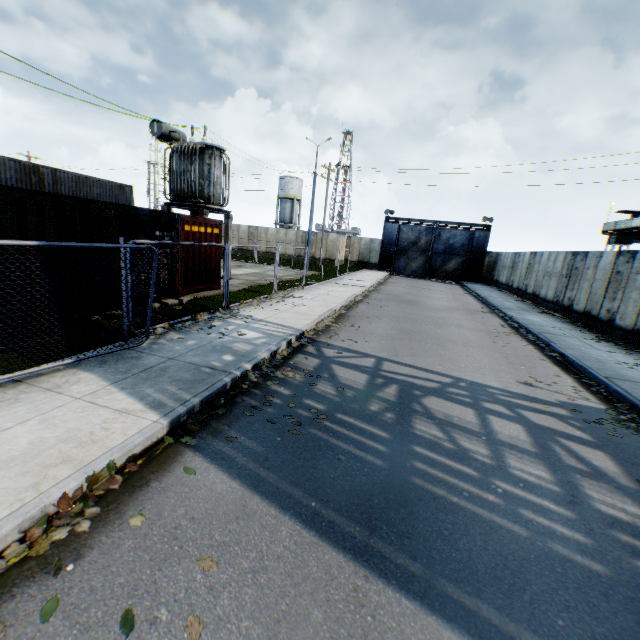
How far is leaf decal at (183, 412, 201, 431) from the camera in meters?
4.5

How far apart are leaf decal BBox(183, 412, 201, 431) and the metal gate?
33.81m

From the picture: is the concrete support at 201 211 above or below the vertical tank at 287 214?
below

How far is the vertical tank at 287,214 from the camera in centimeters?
5316cm

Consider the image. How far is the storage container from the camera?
11.0 meters

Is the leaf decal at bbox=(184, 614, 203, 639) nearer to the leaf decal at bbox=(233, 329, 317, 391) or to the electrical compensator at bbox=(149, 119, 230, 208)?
the leaf decal at bbox=(233, 329, 317, 391)

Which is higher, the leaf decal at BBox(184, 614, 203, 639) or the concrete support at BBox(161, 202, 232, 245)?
the concrete support at BBox(161, 202, 232, 245)

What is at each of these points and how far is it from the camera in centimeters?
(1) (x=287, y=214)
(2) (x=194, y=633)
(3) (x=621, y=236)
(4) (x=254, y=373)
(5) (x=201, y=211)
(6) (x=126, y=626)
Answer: (1) vertical tank, 5459cm
(2) leaf decal, 224cm
(3) landrig, 2850cm
(4) leaf decal, 648cm
(5) concrete support, 1509cm
(6) leaf decal, 224cm
